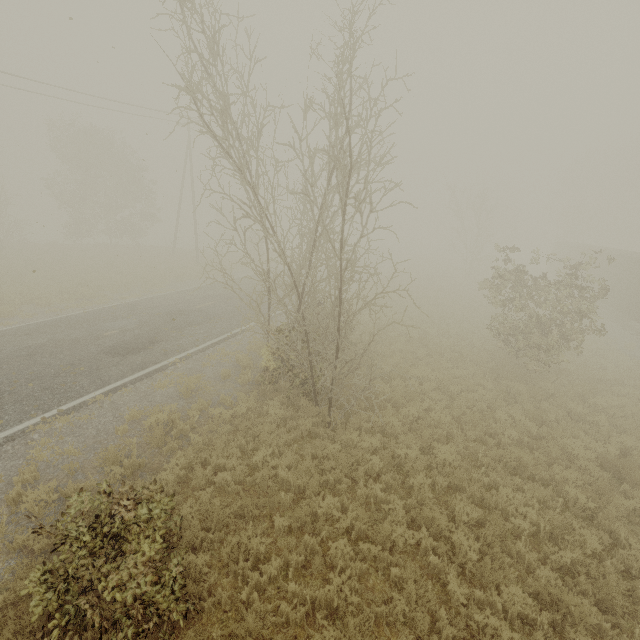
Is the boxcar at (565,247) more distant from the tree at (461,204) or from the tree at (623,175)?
the tree at (623,175)

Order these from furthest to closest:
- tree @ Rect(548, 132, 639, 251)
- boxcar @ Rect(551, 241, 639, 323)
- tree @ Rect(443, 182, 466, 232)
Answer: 1. tree @ Rect(548, 132, 639, 251)
2. tree @ Rect(443, 182, 466, 232)
3. boxcar @ Rect(551, 241, 639, 323)

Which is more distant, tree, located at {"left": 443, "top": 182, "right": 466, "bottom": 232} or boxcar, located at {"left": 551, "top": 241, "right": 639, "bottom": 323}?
tree, located at {"left": 443, "top": 182, "right": 466, "bottom": 232}

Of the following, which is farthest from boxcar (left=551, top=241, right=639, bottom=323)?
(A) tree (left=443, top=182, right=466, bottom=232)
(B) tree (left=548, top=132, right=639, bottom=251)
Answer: (B) tree (left=548, top=132, right=639, bottom=251)

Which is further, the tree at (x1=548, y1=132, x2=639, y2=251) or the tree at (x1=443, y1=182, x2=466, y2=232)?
the tree at (x1=548, y1=132, x2=639, y2=251)

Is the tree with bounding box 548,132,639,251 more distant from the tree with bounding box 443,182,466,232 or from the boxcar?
the tree with bounding box 443,182,466,232

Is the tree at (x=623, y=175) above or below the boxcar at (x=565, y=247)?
above

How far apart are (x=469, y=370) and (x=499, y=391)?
2.0 meters
